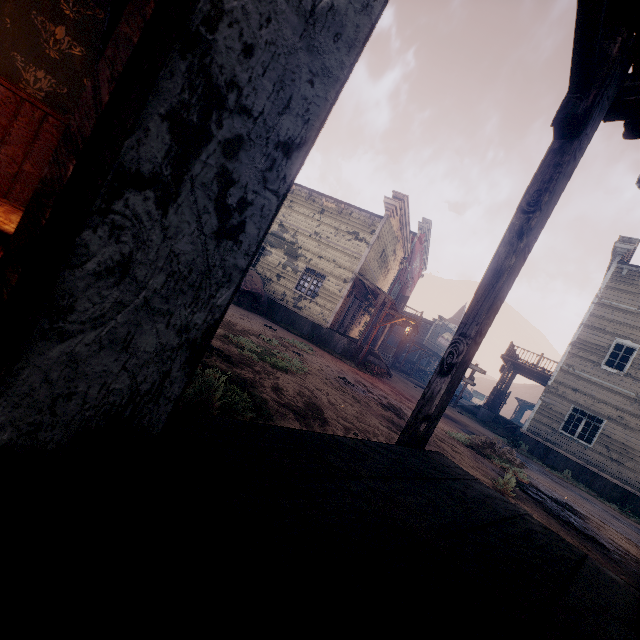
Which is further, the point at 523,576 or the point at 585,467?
the point at 585,467

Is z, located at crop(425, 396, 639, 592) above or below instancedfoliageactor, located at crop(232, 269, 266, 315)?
below

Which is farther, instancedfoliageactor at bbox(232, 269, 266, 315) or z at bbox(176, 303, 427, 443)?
instancedfoliageactor at bbox(232, 269, 266, 315)

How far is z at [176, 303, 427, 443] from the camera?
Result: 3.66m

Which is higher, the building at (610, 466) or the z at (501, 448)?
the building at (610, 466)

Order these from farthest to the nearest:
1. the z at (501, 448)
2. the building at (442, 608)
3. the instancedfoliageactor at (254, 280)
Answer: the instancedfoliageactor at (254, 280)
the z at (501, 448)
the building at (442, 608)

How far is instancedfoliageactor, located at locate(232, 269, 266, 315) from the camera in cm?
1477

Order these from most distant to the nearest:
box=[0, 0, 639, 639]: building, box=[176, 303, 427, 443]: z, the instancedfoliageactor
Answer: the instancedfoliageactor → box=[176, 303, 427, 443]: z → box=[0, 0, 639, 639]: building
